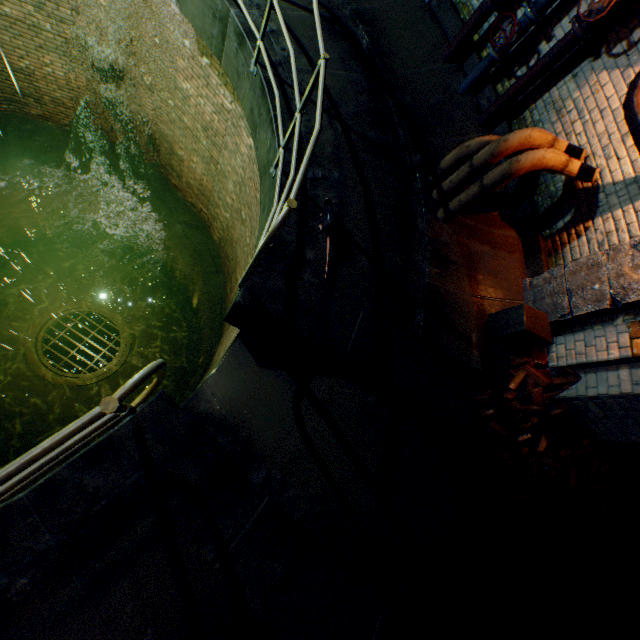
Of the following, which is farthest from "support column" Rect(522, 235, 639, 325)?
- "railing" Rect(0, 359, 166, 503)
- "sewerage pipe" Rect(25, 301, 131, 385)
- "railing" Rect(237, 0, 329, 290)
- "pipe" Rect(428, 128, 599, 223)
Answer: "sewerage pipe" Rect(25, 301, 131, 385)

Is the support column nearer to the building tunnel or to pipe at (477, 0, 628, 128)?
pipe at (477, 0, 628, 128)

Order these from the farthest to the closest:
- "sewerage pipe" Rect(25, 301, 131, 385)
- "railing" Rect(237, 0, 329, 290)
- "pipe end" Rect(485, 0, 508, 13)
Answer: "sewerage pipe" Rect(25, 301, 131, 385) → "pipe end" Rect(485, 0, 508, 13) → "railing" Rect(237, 0, 329, 290)

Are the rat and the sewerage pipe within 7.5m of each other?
no

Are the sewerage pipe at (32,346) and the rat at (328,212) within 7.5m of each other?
no

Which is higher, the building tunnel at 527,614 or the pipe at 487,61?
the pipe at 487,61

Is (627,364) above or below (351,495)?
above

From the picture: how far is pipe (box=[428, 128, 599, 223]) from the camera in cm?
341
